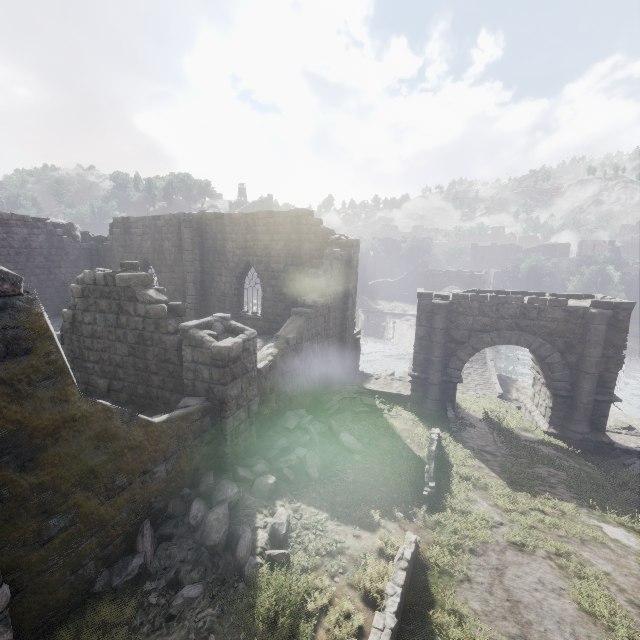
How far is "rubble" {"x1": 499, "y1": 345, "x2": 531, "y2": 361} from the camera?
33.6 meters

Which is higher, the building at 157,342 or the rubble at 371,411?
the building at 157,342

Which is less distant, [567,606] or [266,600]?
[266,600]

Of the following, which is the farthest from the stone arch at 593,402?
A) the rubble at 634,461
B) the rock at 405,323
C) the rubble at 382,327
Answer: the rubble at 382,327

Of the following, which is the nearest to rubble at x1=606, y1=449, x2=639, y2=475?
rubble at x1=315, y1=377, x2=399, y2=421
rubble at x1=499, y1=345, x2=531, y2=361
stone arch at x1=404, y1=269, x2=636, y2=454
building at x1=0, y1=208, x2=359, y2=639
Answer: stone arch at x1=404, y1=269, x2=636, y2=454

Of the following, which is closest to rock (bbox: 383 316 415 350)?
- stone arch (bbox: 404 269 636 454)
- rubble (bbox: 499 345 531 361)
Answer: stone arch (bbox: 404 269 636 454)

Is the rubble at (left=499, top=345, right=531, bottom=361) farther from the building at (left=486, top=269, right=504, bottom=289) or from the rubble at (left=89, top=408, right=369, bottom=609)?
the rubble at (left=89, top=408, right=369, bottom=609)

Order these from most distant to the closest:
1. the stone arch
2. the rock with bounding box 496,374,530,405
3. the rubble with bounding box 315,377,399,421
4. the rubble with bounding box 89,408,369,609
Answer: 1. the rock with bounding box 496,374,530,405
2. the rubble with bounding box 315,377,399,421
3. the stone arch
4. the rubble with bounding box 89,408,369,609
